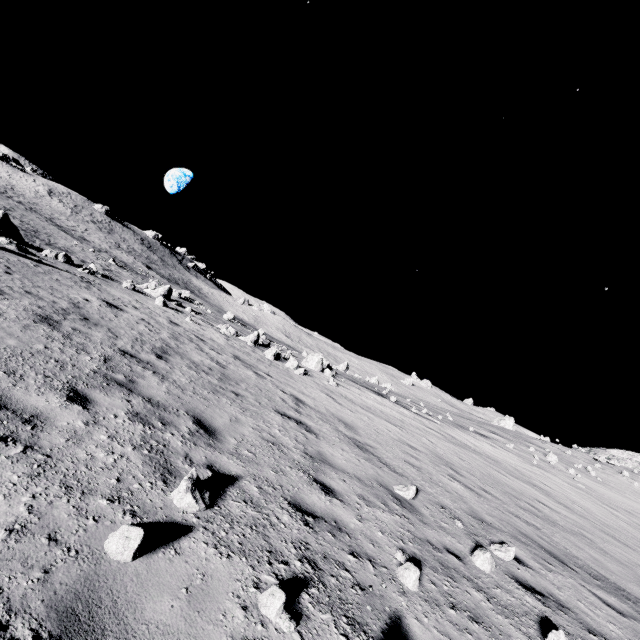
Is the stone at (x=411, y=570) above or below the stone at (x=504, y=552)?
below

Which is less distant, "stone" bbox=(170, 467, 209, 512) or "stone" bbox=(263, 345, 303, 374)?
"stone" bbox=(170, 467, 209, 512)

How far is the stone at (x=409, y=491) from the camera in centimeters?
666cm

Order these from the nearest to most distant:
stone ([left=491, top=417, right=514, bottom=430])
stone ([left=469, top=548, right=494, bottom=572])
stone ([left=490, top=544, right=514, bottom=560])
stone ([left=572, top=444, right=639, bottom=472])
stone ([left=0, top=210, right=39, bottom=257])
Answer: stone ([left=469, top=548, right=494, bottom=572]), stone ([left=490, top=544, right=514, bottom=560]), stone ([left=0, top=210, right=39, bottom=257]), stone ([left=572, top=444, right=639, bottom=472]), stone ([left=491, top=417, right=514, bottom=430])

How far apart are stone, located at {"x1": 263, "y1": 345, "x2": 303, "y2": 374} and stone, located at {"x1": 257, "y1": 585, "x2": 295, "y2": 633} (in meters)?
15.51

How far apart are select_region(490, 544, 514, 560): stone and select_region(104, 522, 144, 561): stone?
6.3m

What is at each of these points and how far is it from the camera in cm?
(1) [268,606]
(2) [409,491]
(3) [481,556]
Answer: (1) stone, 270
(2) stone, 669
(3) stone, 525

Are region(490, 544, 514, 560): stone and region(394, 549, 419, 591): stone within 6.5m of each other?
yes
